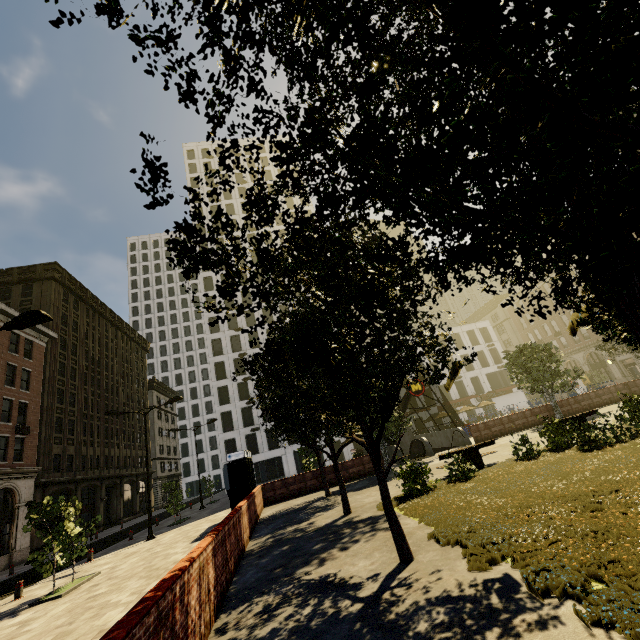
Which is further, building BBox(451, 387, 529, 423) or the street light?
building BBox(451, 387, 529, 423)

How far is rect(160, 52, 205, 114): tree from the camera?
1.6m

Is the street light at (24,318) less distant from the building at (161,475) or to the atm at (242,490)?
the building at (161,475)

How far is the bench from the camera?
13.1m

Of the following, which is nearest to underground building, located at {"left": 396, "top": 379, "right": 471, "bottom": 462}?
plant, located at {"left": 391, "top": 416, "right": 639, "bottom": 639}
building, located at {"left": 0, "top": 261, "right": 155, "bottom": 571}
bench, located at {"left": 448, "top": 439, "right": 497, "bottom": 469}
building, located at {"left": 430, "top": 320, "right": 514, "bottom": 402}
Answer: building, located at {"left": 430, "top": 320, "right": 514, "bottom": 402}

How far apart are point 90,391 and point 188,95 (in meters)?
47.75

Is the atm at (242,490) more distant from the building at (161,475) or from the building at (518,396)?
the building at (518,396)

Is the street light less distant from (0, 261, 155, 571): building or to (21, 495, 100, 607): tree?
(21, 495, 100, 607): tree
